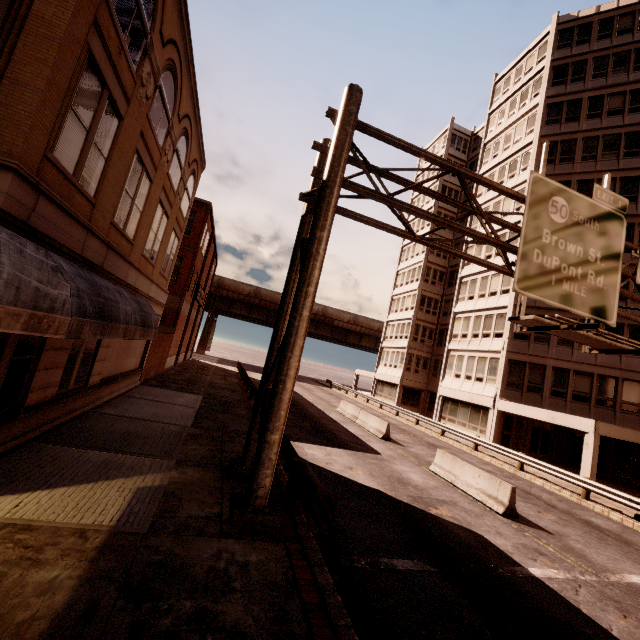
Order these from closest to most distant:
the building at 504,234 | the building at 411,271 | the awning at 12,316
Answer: the awning at 12,316
the building at 411,271
the building at 504,234

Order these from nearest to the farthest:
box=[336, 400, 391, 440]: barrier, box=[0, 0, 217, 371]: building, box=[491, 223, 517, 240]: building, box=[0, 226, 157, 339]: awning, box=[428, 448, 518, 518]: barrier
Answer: box=[0, 226, 157, 339]: awning < box=[0, 0, 217, 371]: building < box=[428, 448, 518, 518]: barrier < box=[336, 400, 391, 440]: barrier < box=[491, 223, 517, 240]: building

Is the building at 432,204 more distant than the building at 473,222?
Yes

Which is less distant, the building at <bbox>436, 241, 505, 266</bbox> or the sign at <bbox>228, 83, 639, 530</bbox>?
the sign at <bbox>228, 83, 639, 530</bbox>

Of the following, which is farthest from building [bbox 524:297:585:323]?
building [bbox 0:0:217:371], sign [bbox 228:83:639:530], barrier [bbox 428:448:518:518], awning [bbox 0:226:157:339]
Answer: building [bbox 0:0:217:371]

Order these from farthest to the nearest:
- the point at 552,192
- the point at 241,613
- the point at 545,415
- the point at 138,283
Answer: the point at 545,415 < the point at 138,283 < the point at 552,192 < the point at 241,613

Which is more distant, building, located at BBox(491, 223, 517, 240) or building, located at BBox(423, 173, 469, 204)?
building, located at BBox(423, 173, 469, 204)
